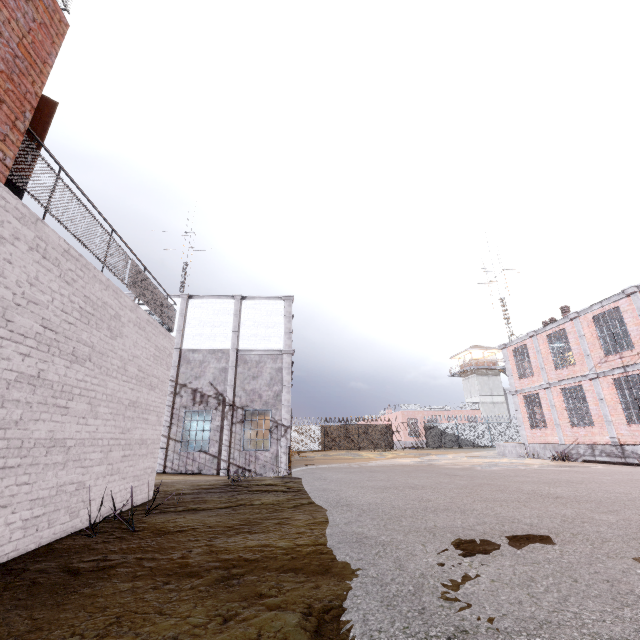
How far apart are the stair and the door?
24.61m

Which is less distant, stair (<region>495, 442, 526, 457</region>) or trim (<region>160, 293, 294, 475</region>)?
trim (<region>160, 293, 294, 475</region>)

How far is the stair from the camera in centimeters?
2011cm

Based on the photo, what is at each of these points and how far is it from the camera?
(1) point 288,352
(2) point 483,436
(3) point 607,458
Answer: (1) trim, 17.7 meters
(2) fence, 38.4 meters
(3) foundation, 14.7 meters

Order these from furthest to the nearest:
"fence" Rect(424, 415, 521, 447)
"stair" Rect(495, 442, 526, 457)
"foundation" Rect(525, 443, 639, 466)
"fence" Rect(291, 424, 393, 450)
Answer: "fence" Rect(424, 415, 521, 447)
"fence" Rect(291, 424, 393, 450)
"stair" Rect(495, 442, 526, 457)
"foundation" Rect(525, 443, 639, 466)

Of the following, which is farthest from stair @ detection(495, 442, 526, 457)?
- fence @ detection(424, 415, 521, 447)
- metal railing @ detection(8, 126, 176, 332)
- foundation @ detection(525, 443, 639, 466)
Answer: metal railing @ detection(8, 126, 176, 332)

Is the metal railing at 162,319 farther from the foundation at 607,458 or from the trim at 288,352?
the foundation at 607,458

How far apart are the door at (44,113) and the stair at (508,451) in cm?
2461
